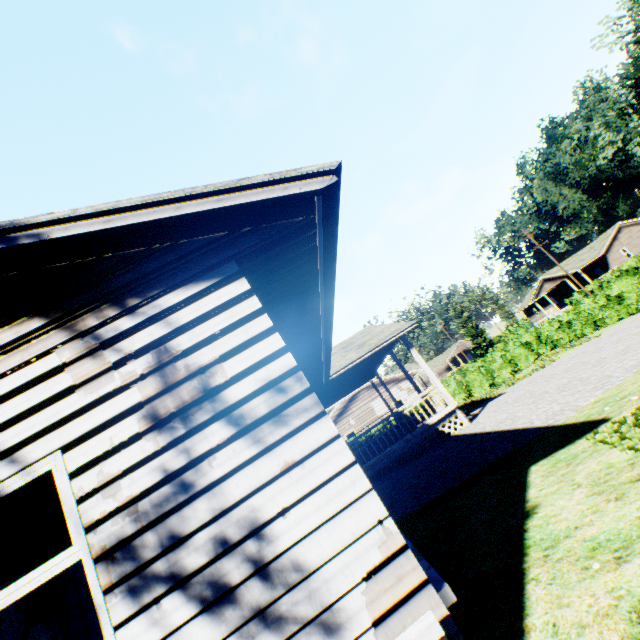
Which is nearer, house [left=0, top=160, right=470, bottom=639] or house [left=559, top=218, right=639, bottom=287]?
house [left=0, top=160, right=470, bottom=639]

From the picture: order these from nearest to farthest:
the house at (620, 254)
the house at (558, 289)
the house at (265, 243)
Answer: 1. the house at (265, 243)
2. the house at (620, 254)
3. the house at (558, 289)

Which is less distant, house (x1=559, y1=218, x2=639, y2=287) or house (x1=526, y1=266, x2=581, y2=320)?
house (x1=559, y1=218, x2=639, y2=287)

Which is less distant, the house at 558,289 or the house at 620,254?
the house at 620,254

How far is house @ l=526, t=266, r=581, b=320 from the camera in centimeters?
4722cm

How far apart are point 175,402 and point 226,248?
1.65m

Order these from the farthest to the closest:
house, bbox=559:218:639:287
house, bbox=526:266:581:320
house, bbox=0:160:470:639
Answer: house, bbox=526:266:581:320
house, bbox=559:218:639:287
house, bbox=0:160:470:639
